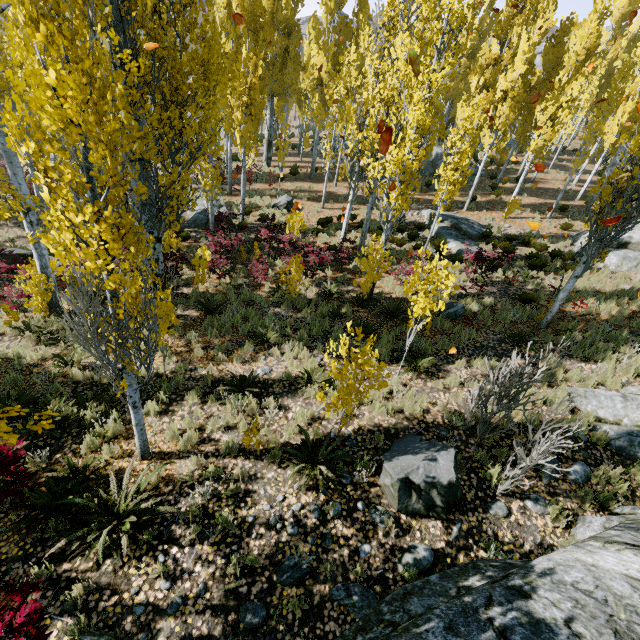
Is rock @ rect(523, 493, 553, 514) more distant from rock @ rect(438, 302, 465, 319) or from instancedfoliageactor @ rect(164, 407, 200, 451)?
rock @ rect(438, 302, 465, 319)

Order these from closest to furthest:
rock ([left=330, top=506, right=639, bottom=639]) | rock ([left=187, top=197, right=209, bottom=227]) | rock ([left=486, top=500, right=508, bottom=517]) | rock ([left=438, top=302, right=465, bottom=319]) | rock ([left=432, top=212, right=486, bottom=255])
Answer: → rock ([left=330, top=506, right=639, bottom=639]) → rock ([left=486, top=500, right=508, bottom=517]) → rock ([left=438, top=302, right=465, bottom=319]) → rock ([left=432, top=212, right=486, bottom=255]) → rock ([left=187, top=197, right=209, bottom=227])

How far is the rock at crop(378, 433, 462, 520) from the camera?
4.9 meters

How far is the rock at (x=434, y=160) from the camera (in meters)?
27.20

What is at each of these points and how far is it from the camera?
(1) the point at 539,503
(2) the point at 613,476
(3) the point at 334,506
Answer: (1) rock, 5.3m
(2) instancedfoliageactor, 5.7m
(3) instancedfoliageactor, 5.0m

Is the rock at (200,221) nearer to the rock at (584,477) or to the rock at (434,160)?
the rock at (434,160)

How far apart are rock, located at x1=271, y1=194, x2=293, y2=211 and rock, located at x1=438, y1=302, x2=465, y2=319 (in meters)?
12.34

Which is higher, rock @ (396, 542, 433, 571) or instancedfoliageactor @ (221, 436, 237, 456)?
rock @ (396, 542, 433, 571)
